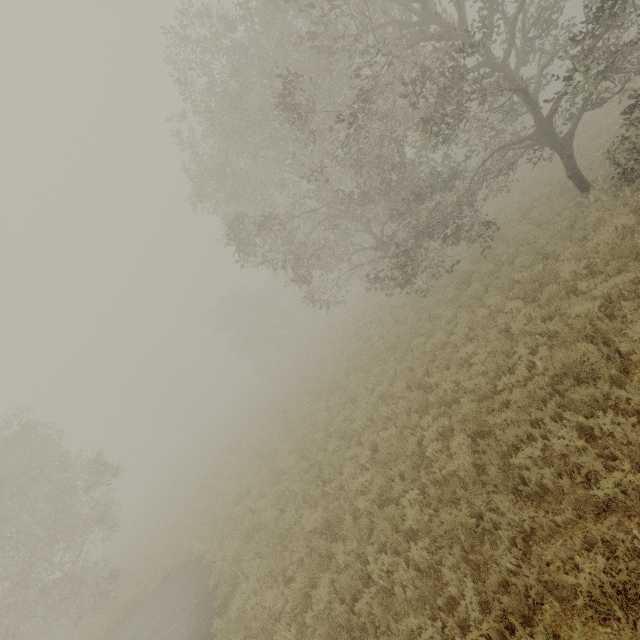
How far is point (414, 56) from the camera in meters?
8.1
